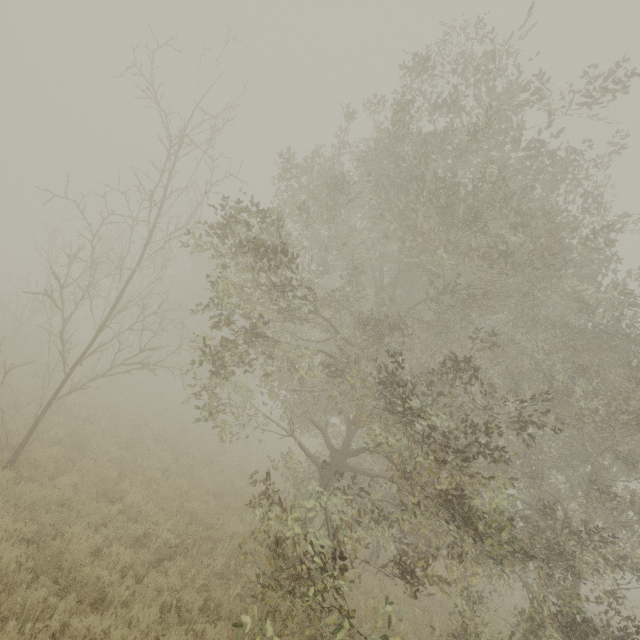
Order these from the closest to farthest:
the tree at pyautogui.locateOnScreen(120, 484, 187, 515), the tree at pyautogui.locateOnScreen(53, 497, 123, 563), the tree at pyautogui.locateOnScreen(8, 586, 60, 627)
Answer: the tree at pyautogui.locateOnScreen(8, 586, 60, 627), the tree at pyautogui.locateOnScreen(53, 497, 123, 563), the tree at pyautogui.locateOnScreen(120, 484, 187, 515)

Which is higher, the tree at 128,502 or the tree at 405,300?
the tree at 405,300

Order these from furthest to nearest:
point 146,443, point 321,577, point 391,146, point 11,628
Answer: point 146,443
point 391,146
point 321,577
point 11,628

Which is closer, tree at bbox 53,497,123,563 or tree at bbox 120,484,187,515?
tree at bbox 53,497,123,563

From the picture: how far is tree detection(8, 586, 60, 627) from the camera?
5.39m

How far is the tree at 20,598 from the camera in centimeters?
539cm
